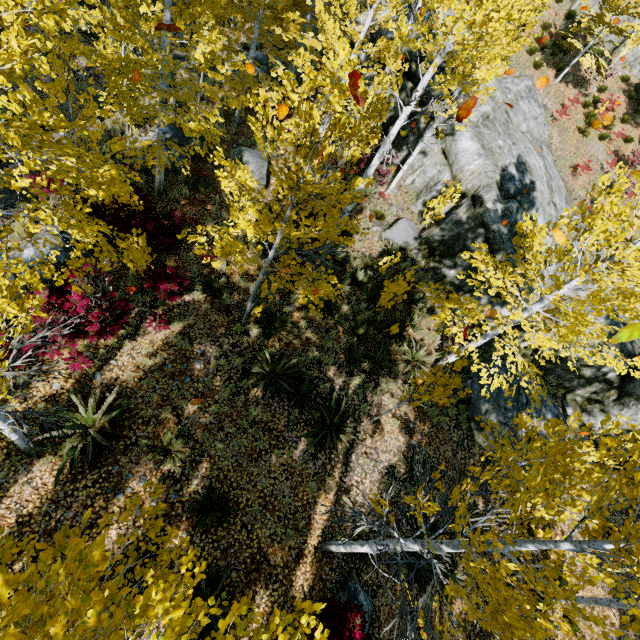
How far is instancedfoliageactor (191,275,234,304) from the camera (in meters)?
8.98

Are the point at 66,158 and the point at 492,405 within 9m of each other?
no

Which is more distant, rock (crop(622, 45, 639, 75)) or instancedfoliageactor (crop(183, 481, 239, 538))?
rock (crop(622, 45, 639, 75))

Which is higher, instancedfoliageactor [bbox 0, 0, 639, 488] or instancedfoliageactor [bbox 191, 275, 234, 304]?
instancedfoliageactor [bbox 191, 275, 234, 304]

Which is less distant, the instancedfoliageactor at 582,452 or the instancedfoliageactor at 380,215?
the instancedfoliageactor at 582,452

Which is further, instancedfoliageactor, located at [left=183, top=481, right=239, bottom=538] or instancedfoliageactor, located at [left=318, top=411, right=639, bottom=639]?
instancedfoliageactor, located at [left=183, top=481, right=239, bottom=538]

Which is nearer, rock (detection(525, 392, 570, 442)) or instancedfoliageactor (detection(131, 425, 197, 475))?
instancedfoliageactor (detection(131, 425, 197, 475))

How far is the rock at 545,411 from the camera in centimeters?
1045cm
